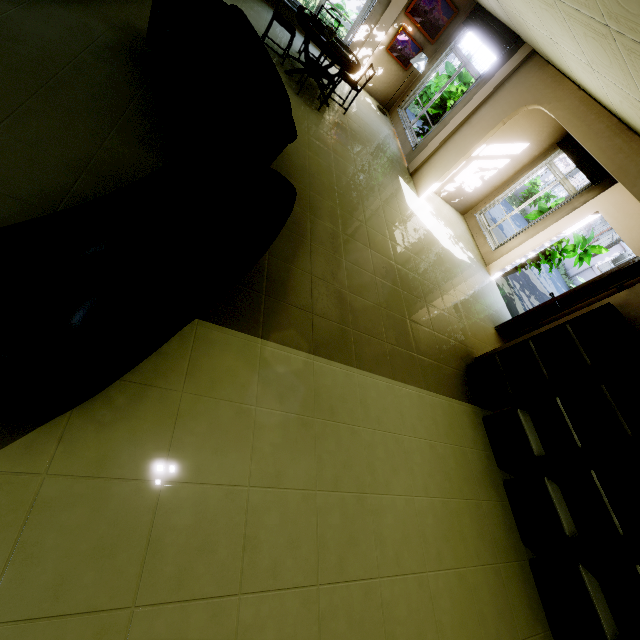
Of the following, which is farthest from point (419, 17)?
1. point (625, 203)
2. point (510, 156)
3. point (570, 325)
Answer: point (570, 325)

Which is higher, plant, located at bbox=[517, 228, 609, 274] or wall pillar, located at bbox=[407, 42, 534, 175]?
wall pillar, located at bbox=[407, 42, 534, 175]

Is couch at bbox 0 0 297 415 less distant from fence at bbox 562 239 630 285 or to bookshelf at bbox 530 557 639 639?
bookshelf at bbox 530 557 639 639

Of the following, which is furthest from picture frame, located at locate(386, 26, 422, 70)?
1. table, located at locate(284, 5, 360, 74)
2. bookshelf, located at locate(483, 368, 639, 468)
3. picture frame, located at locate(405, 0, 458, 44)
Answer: bookshelf, located at locate(483, 368, 639, 468)

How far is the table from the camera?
5.3m

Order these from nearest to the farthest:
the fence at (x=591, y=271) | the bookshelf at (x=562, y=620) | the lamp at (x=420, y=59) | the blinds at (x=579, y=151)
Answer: the bookshelf at (x=562, y=620), the blinds at (x=579, y=151), the lamp at (x=420, y=59), the fence at (x=591, y=271)

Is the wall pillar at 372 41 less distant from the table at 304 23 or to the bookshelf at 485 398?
the table at 304 23

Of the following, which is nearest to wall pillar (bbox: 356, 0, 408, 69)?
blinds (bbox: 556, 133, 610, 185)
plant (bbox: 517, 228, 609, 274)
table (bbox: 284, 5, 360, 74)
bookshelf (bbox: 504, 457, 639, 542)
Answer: table (bbox: 284, 5, 360, 74)
